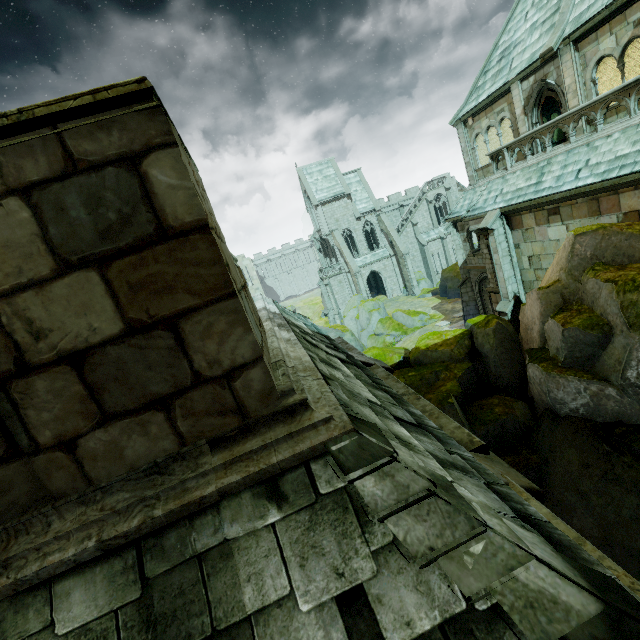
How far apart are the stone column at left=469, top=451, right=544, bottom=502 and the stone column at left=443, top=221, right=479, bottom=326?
21.1 meters

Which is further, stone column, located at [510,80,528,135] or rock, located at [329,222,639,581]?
stone column, located at [510,80,528,135]

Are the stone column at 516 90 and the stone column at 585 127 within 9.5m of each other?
yes

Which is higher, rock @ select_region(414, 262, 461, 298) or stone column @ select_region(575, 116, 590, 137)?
stone column @ select_region(575, 116, 590, 137)

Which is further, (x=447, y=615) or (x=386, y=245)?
(x=386, y=245)

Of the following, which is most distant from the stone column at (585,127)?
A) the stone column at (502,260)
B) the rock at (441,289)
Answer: the rock at (441,289)

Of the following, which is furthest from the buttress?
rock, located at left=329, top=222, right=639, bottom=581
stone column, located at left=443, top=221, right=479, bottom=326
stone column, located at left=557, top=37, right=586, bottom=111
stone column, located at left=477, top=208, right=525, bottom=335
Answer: stone column, located at left=557, top=37, right=586, bottom=111

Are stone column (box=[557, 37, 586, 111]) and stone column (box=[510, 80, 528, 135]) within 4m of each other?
yes
